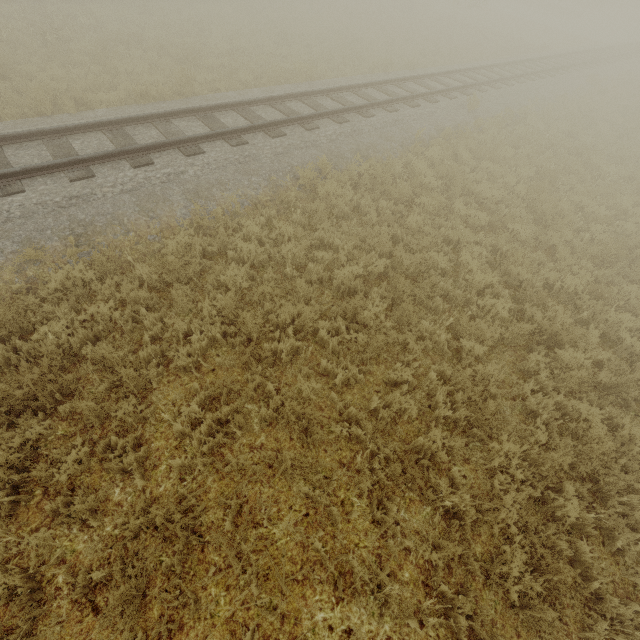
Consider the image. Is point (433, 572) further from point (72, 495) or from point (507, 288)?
point (507, 288)
